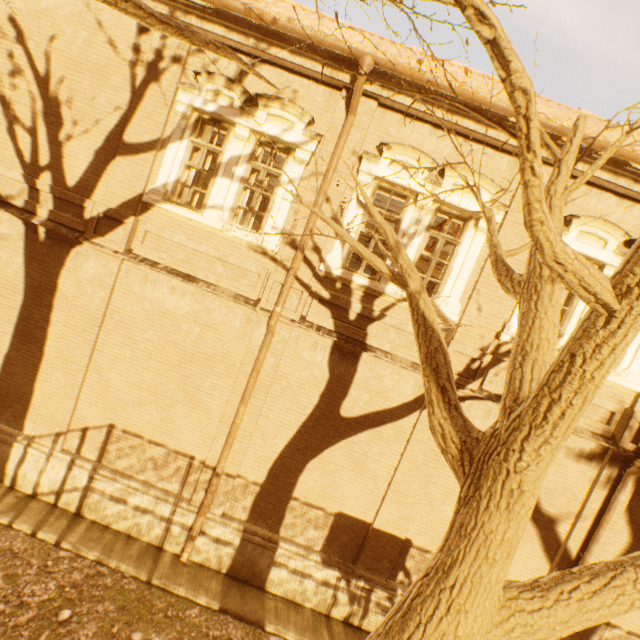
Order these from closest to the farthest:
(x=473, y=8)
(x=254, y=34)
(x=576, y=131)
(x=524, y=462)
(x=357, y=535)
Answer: (x=473, y=8)
(x=524, y=462)
(x=576, y=131)
(x=254, y=34)
(x=357, y=535)

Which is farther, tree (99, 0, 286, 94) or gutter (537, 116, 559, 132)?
gutter (537, 116, 559, 132)

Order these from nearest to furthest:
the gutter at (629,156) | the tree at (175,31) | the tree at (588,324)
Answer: the tree at (588,324) < the tree at (175,31) < the gutter at (629,156)

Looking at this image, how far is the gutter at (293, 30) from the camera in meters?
5.7 m

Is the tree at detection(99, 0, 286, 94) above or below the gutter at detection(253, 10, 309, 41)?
below

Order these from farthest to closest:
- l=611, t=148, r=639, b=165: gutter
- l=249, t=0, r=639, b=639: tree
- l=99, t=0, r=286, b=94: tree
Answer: l=611, t=148, r=639, b=165: gutter < l=99, t=0, r=286, b=94: tree < l=249, t=0, r=639, b=639: tree

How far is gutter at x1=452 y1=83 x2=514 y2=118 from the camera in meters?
5.6 m
